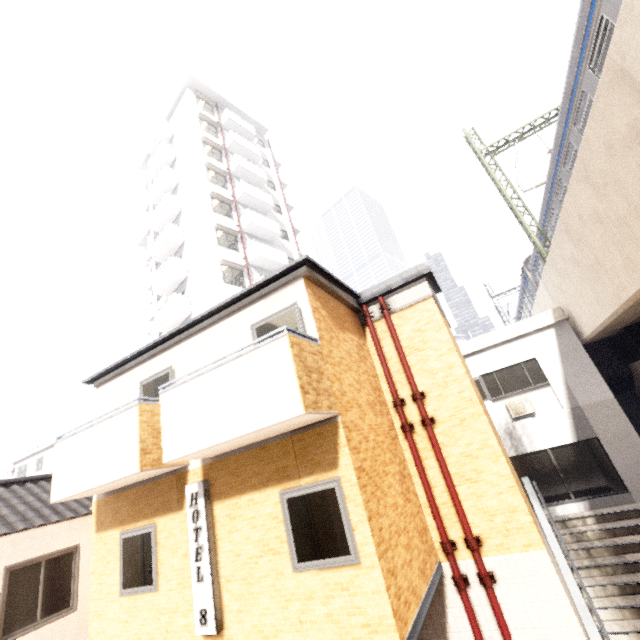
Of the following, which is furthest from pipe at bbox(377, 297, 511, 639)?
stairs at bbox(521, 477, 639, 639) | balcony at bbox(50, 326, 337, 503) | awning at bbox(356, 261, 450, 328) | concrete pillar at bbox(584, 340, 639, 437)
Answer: concrete pillar at bbox(584, 340, 639, 437)

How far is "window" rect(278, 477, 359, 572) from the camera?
4.81m

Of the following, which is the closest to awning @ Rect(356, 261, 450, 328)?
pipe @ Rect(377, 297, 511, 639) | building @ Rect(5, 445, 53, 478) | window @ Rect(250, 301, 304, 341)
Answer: pipe @ Rect(377, 297, 511, 639)

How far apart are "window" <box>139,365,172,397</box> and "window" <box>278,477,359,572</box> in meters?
3.3 m

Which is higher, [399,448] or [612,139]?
[612,139]

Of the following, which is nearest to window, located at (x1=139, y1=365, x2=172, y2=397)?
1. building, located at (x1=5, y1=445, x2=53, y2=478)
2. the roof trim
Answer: the roof trim

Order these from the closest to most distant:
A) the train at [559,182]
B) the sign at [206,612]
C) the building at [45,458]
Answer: the sign at [206,612] → the train at [559,182] → the building at [45,458]

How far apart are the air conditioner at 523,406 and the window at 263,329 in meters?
9.7
